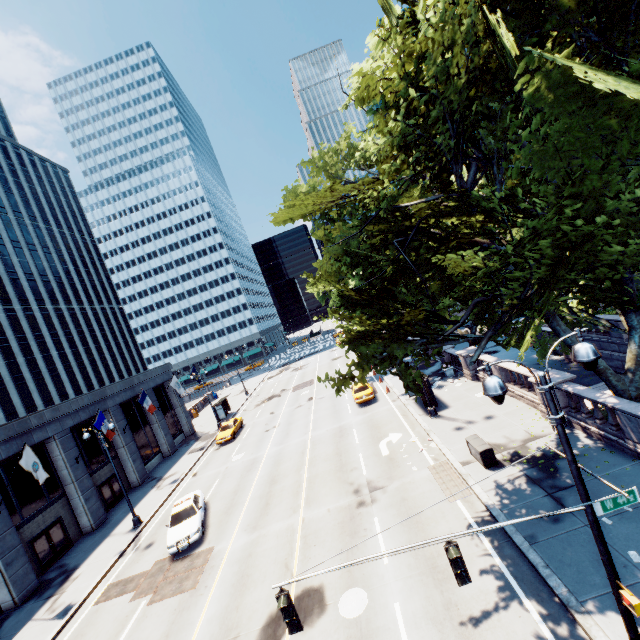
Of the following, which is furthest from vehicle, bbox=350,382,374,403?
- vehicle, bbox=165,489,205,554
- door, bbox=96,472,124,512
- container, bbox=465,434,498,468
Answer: door, bbox=96,472,124,512

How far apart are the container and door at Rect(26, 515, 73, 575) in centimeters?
2703cm

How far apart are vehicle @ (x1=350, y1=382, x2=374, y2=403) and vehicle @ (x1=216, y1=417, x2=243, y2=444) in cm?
1303

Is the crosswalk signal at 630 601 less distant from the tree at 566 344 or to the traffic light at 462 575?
the traffic light at 462 575

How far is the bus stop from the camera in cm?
4278

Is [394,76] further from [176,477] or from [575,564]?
[176,477]

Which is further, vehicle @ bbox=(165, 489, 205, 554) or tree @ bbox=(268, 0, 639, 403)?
vehicle @ bbox=(165, 489, 205, 554)

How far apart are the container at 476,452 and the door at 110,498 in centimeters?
2848cm
